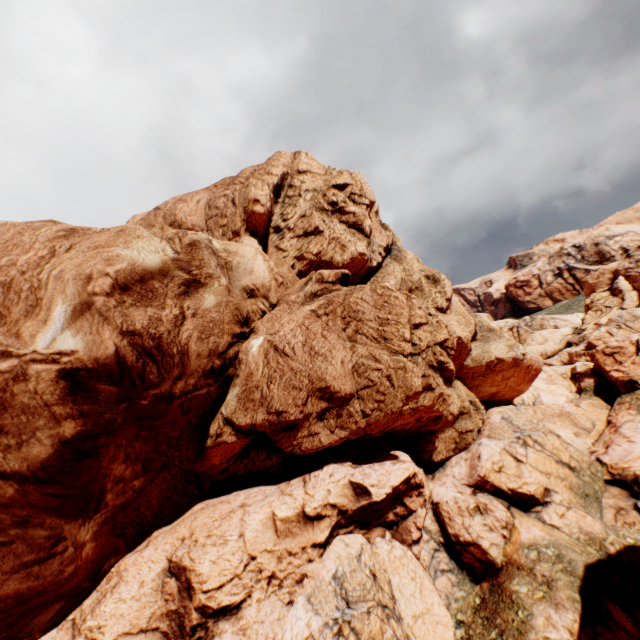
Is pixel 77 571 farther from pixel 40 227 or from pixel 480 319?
pixel 480 319
